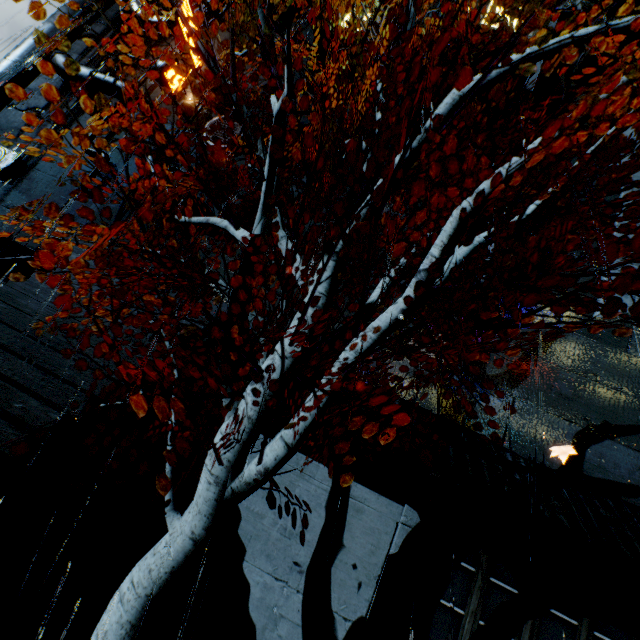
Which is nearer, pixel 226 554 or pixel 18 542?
pixel 18 542

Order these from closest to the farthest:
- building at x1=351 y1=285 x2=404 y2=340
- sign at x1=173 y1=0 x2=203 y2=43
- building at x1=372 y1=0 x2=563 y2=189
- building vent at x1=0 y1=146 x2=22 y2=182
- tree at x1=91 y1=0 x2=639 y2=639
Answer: tree at x1=91 y1=0 x2=639 y2=639, building at x1=351 y1=285 x2=404 y2=340, building at x1=372 y1=0 x2=563 y2=189, sign at x1=173 y1=0 x2=203 y2=43, building vent at x1=0 y1=146 x2=22 y2=182

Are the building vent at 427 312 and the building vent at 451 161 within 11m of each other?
yes

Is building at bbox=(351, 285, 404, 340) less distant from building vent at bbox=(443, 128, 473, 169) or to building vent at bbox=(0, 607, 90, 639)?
building vent at bbox=(443, 128, 473, 169)

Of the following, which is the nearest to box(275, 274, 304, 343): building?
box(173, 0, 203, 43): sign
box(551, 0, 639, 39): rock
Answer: box(173, 0, 203, 43): sign

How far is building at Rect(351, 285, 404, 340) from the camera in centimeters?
818cm

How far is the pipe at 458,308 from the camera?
13.9 meters
